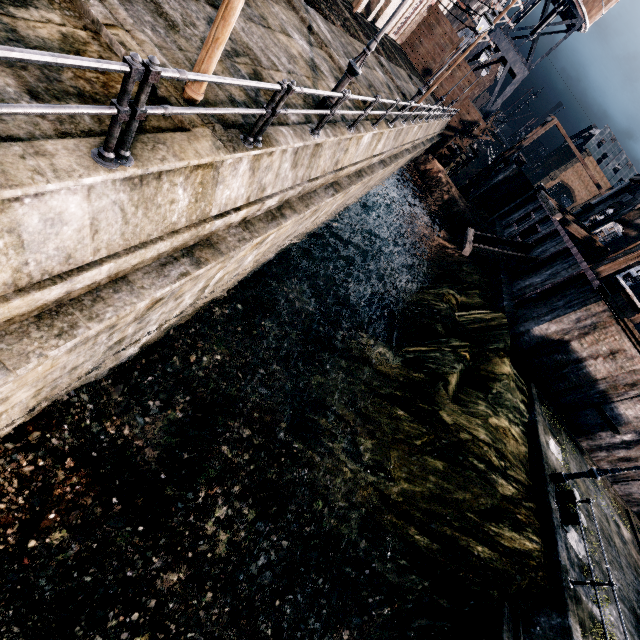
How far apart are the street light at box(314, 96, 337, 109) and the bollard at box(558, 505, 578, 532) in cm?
1695

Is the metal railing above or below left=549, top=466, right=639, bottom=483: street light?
above

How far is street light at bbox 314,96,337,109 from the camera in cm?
945

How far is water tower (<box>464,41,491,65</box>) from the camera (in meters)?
41.25

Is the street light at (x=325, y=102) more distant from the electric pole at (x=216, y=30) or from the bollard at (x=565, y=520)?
the bollard at (x=565, y=520)

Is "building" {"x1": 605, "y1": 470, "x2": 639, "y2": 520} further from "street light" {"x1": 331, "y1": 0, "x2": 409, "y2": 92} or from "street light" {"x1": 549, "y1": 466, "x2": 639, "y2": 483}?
"street light" {"x1": 331, "y1": 0, "x2": 409, "y2": 92}

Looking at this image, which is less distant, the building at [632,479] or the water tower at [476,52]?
the building at [632,479]

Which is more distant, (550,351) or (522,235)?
(522,235)
